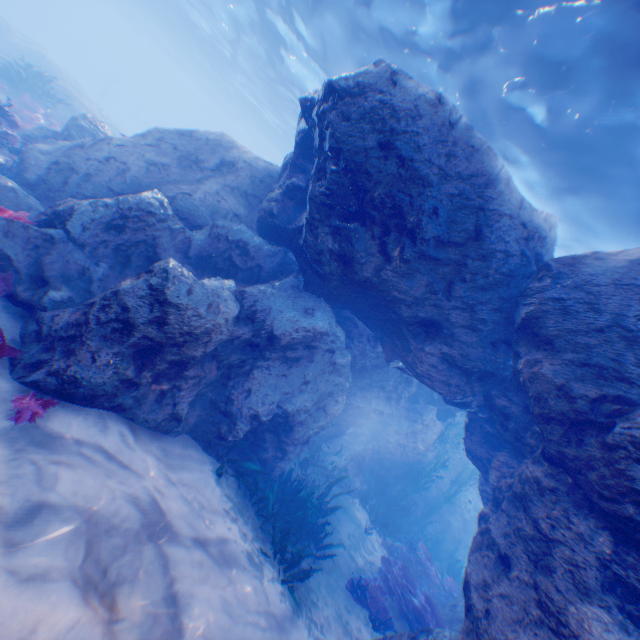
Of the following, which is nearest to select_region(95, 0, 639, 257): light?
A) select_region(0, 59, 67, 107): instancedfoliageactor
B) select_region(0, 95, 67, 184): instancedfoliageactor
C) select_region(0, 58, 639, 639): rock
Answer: select_region(0, 58, 639, 639): rock

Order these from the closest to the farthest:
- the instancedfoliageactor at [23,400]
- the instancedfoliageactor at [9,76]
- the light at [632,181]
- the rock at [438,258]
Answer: the instancedfoliageactor at [23,400] → the rock at [438,258] → the light at [632,181] → the instancedfoliageactor at [9,76]

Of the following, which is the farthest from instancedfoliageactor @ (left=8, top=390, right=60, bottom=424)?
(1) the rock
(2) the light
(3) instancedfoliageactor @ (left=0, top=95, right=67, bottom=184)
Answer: (2) the light

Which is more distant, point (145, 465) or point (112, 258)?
point (112, 258)

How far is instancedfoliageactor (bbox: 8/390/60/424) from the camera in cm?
354

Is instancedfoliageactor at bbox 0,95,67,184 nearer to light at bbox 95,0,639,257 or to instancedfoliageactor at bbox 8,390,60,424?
instancedfoliageactor at bbox 8,390,60,424

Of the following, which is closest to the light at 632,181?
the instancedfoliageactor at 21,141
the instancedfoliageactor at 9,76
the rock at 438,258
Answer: the rock at 438,258

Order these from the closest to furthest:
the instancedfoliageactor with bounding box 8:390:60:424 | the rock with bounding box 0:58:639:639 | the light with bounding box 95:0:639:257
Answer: the instancedfoliageactor with bounding box 8:390:60:424, the rock with bounding box 0:58:639:639, the light with bounding box 95:0:639:257
